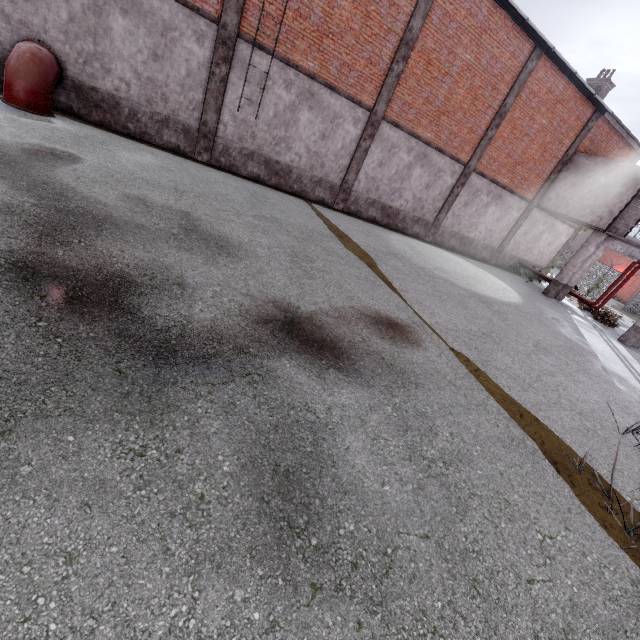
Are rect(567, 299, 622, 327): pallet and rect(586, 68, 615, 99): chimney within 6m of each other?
no

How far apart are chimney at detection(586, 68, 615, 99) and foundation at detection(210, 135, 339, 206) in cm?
1680

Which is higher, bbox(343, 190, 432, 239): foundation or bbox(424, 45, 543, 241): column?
bbox(424, 45, 543, 241): column

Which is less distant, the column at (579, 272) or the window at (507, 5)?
the window at (507, 5)

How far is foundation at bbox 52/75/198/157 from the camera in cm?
956

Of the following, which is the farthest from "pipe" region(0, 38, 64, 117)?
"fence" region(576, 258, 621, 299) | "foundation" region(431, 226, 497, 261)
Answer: "fence" region(576, 258, 621, 299)

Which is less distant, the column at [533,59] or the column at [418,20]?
the column at [418,20]

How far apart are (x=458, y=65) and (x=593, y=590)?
16.5m
